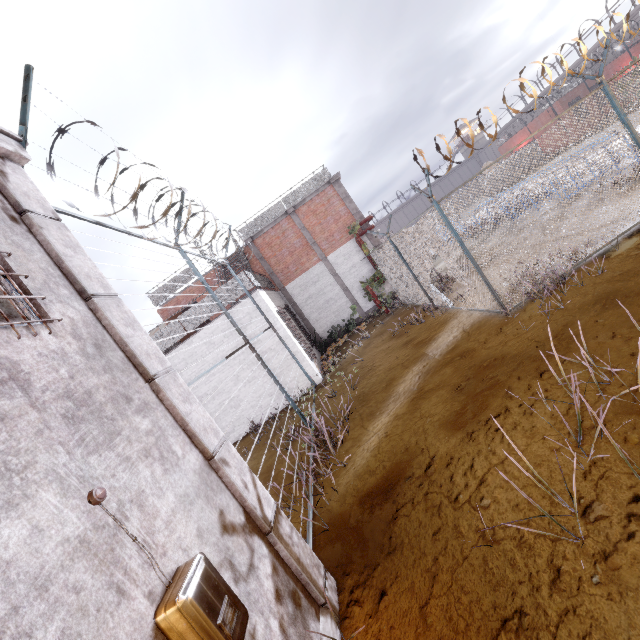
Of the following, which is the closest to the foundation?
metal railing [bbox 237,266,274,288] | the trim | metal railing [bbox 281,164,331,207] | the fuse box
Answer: the trim

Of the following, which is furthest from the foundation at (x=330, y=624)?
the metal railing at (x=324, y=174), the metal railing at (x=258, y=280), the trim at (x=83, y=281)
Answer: the metal railing at (x=324, y=174)

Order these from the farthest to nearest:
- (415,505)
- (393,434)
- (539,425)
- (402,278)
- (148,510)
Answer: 1. (402,278)
2. (393,434)
3. (415,505)
4. (539,425)
5. (148,510)

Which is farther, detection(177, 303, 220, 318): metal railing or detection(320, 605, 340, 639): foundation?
detection(177, 303, 220, 318): metal railing

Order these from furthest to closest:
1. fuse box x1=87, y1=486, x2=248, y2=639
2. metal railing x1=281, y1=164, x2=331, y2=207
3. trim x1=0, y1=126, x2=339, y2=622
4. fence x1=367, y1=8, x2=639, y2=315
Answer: metal railing x1=281, y1=164, x2=331, y2=207
fence x1=367, y1=8, x2=639, y2=315
trim x1=0, y1=126, x2=339, y2=622
fuse box x1=87, y1=486, x2=248, y2=639

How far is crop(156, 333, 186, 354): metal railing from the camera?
11.7m

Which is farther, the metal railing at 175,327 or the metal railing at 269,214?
the metal railing at 269,214

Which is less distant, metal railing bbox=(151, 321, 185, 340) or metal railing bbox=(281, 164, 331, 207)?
A: metal railing bbox=(151, 321, 185, 340)
